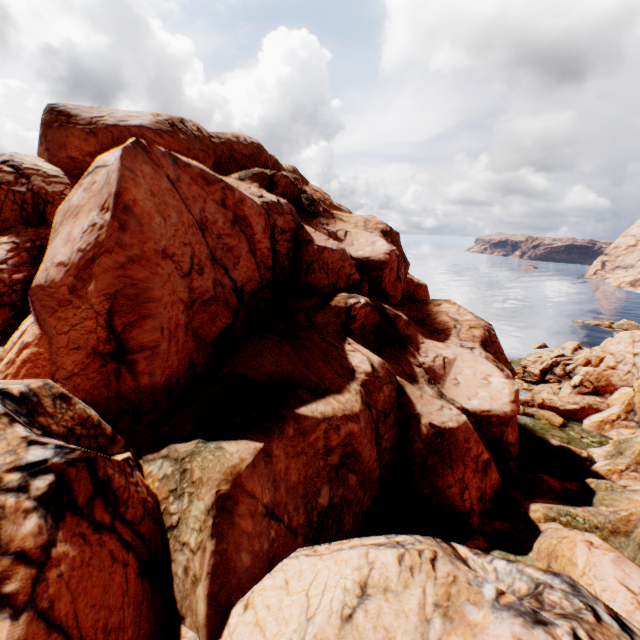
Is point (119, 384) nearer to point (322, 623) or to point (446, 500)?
point (322, 623)
